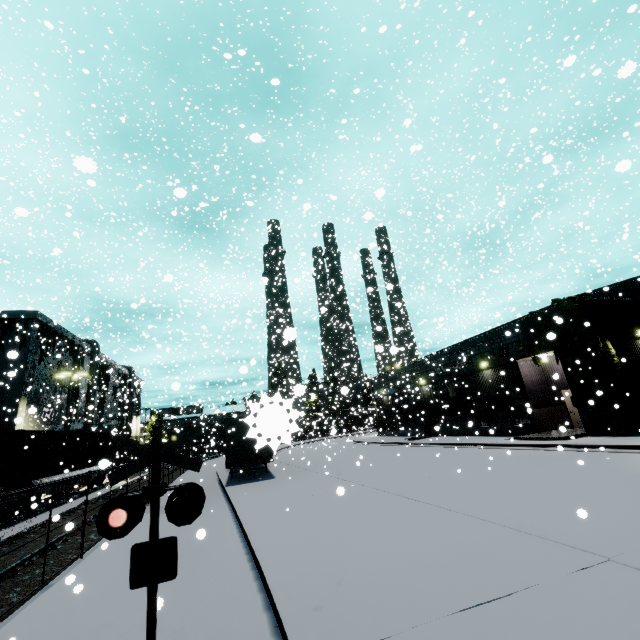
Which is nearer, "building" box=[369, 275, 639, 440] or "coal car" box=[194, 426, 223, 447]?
"building" box=[369, 275, 639, 440]

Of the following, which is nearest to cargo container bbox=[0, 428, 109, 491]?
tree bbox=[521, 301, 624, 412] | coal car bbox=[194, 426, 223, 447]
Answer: tree bbox=[521, 301, 624, 412]

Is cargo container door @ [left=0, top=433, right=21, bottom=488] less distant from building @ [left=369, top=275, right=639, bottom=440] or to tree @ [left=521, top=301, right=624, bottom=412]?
building @ [left=369, top=275, right=639, bottom=440]

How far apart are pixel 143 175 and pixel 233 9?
31.2m

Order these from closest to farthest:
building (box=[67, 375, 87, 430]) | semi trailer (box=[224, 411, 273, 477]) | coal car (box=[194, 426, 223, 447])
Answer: semi trailer (box=[224, 411, 273, 477])
coal car (box=[194, 426, 223, 447])
building (box=[67, 375, 87, 430])

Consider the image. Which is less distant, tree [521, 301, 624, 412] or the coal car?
tree [521, 301, 624, 412]

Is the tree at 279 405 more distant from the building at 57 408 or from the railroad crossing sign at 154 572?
the railroad crossing sign at 154 572

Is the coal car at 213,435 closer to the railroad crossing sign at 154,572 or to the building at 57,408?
the building at 57,408
